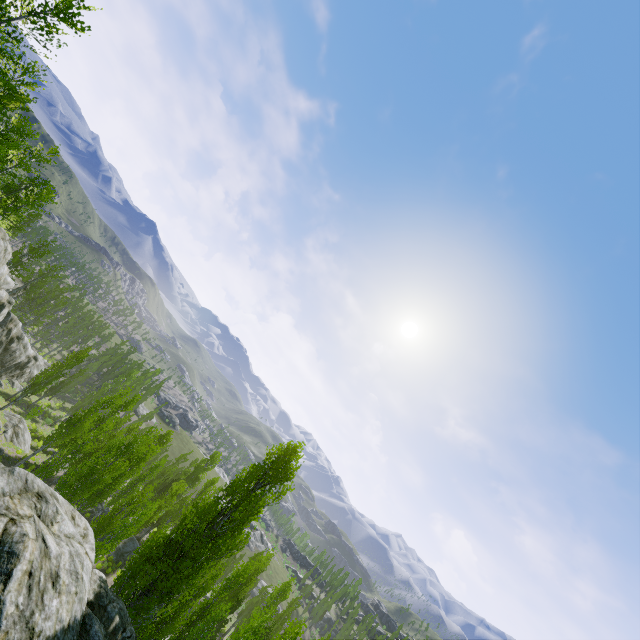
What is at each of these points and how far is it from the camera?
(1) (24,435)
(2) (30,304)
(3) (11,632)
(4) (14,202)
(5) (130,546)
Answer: (1) rock, 36.3m
(2) instancedfoliageactor, 59.0m
(3) rock, 8.2m
(4) instancedfoliageactor, 33.8m
(5) rock, 37.5m

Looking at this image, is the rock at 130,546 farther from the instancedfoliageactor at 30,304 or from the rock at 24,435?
the rock at 24,435

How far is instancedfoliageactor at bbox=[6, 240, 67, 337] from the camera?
42.1 meters

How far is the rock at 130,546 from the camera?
35.1m

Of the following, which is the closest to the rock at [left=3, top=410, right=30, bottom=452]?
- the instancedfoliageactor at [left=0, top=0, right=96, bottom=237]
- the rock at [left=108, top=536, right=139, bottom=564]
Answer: the instancedfoliageactor at [left=0, top=0, right=96, bottom=237]
